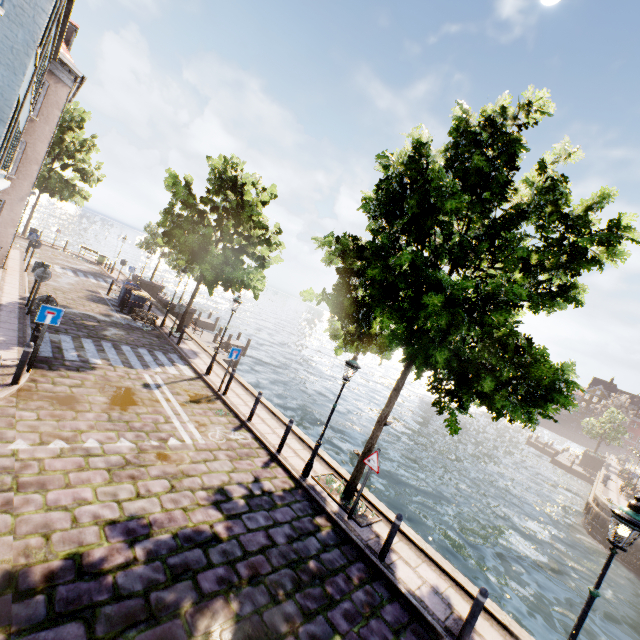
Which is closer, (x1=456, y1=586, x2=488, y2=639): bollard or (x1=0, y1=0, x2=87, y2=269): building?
(x1=456, y1=586, x2=488, y2=639): bollard

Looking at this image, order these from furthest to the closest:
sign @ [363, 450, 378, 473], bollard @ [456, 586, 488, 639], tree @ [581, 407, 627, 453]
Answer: tree @ [581, 407, 627, 453] < sign @ [363, 450, 378, 473] < bollard @ [456, 586, 488, 639]

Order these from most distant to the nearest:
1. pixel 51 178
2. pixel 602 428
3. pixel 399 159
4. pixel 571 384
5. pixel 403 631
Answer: pixel 602 428 → pixel 51 178 → pixel 571 384 → pixel 399 159 → pixel 403 631

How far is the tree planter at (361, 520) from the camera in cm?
813

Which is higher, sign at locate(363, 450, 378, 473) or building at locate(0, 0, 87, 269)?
building at locate(0, 0, 87, 269)

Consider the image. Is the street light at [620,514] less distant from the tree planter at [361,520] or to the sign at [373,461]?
the tree planter at [361,520]

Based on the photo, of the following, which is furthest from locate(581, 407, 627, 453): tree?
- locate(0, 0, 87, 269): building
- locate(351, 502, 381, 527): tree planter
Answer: locate(0, 0, 87, 269): building

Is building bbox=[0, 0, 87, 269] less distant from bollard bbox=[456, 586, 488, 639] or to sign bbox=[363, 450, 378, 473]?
bollard bbox=[456, 586, 488, 639]
